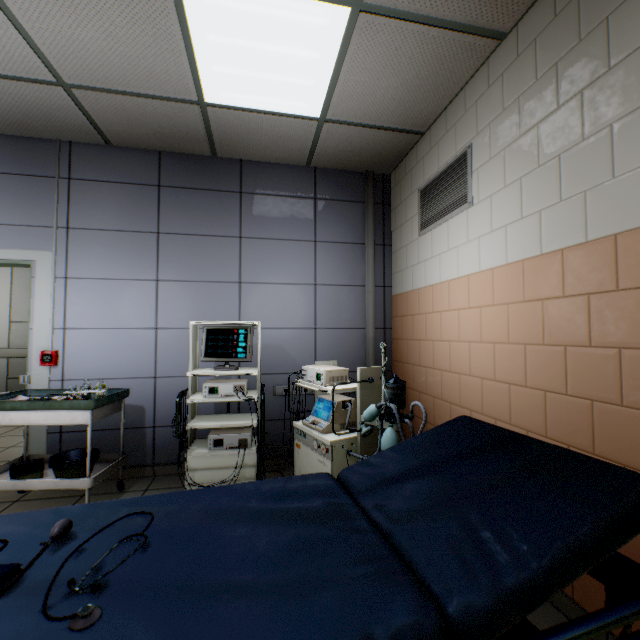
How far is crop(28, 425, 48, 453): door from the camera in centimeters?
296cm

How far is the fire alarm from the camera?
3.0 meters

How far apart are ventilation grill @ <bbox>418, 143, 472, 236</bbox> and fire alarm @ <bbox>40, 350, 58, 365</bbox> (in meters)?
3.63

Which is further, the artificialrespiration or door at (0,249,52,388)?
door at (0,249,52,388)

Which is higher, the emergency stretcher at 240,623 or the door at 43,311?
the door at 43,311

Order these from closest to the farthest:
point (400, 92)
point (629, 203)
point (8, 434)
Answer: point (629, 203)
point (400, 92)
point (8, 434)

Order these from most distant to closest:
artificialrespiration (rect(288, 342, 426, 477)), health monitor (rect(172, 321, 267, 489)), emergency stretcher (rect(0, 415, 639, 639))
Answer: health monitor (rect(172, 321, 267, 489)) → artificialrespiration (rect(288, 342, 426, 477)) → emergency stretcher (rect(0, 415, 639, 639))

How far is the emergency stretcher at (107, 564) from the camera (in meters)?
0.78
